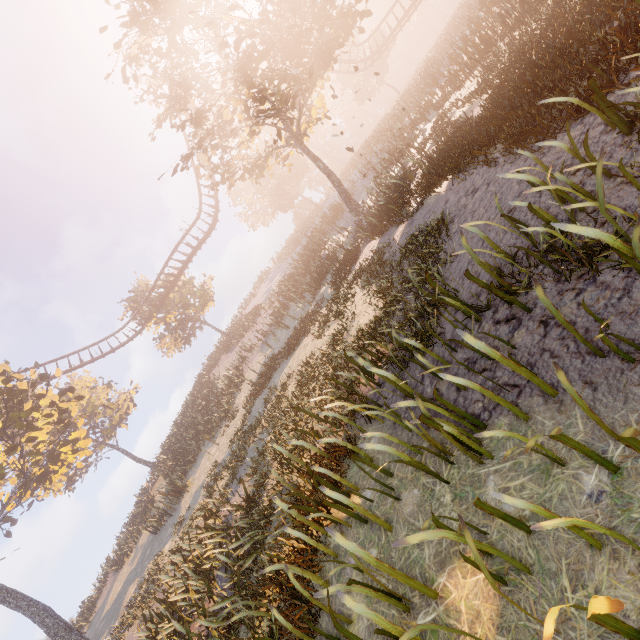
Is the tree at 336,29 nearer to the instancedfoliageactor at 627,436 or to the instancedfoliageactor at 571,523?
the instancedfoliageactor at 571,523

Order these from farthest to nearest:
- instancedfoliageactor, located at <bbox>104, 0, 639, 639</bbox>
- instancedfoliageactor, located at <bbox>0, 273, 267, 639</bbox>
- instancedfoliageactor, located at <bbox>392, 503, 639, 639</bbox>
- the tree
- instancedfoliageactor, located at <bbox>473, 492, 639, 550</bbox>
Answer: instancedfoliageactor, located at <bbox>0, 273, 267, 639</bbox> → the tree → instancedfoliageactor, located at <bbox>104, 0, 639, 639</bbox> → instancedfoliageactor, located at <bbox>473, 492, 639, 550</bbox> → instancedfoliageactor, located at <bbox>392, 503, 639, 639</bbox>

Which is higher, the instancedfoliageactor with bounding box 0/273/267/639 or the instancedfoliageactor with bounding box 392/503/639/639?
the instancedfoliageactor with bounding box 0/273/267/639

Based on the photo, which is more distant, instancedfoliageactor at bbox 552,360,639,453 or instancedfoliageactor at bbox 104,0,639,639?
instancedfoliageactor at bbox 104,0,639,639

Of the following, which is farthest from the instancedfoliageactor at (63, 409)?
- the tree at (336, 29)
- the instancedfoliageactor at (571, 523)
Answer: the tree at (336, 29)

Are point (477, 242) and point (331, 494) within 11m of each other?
yes

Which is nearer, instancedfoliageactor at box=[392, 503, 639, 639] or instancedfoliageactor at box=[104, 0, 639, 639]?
instancedfoliageactor at box=[392, 503, 639, 639]

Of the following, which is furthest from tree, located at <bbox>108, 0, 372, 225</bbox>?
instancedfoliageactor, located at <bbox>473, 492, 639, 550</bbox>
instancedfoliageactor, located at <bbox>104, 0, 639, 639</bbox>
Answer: instancedfoliageactor, located at <bbox>104, 0, 639, 639</bbox>
